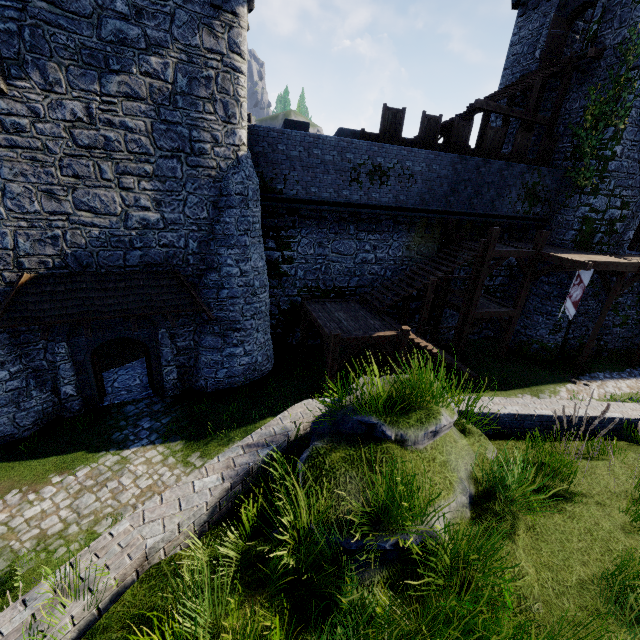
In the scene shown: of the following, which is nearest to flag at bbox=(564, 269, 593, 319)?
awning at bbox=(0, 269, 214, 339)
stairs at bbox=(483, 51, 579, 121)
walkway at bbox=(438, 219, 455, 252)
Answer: walkway at bbox=(438, 219, 455, 252)

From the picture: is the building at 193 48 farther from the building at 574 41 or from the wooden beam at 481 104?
the building at 574 41

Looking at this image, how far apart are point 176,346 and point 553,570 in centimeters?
1265cm

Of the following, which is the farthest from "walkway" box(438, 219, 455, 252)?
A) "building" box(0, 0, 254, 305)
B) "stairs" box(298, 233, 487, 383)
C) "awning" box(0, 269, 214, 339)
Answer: "awning" box(0, 269, 214, 339)

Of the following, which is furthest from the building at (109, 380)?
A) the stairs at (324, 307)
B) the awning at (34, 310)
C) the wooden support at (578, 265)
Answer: the wooden support at (578, 265)

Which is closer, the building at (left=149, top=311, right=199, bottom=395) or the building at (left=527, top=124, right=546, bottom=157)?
the building at (left=149, top=311, right=199, bottom=395)

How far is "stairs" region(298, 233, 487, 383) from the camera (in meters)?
12.23

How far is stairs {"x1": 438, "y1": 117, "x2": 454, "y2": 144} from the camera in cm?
1656
